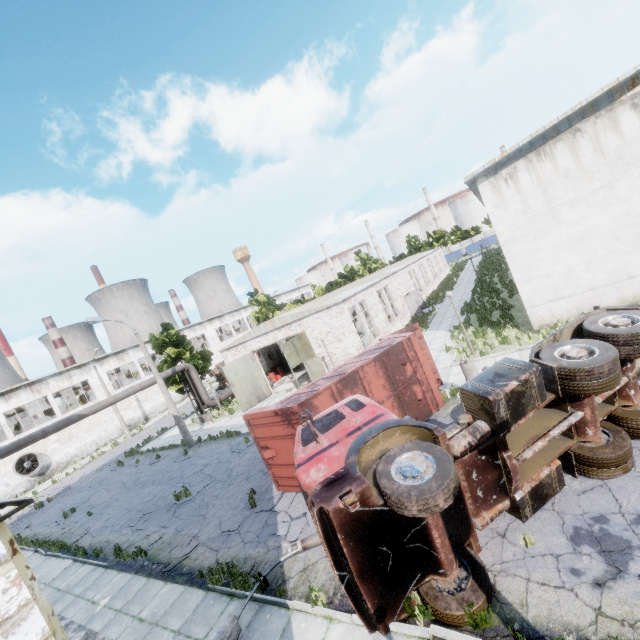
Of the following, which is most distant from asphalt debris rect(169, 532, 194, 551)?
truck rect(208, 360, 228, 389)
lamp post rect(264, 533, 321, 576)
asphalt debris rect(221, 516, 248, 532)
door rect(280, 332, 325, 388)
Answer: truck rect(208, 360, 228, 389)

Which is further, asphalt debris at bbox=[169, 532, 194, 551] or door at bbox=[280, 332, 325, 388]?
door at bbox=[280, 332, 325, 388]

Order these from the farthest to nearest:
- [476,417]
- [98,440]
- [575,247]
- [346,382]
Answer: [98,440], [575,247], [346,382], [476,417]

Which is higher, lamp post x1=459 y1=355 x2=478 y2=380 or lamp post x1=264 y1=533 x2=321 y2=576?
lamp post x1=459 y1=355 x2=478 y2=380

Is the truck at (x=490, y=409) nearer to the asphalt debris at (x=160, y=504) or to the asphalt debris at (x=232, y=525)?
the asphalt debris at (x=232, y=525)

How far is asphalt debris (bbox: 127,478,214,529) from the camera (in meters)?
13.52

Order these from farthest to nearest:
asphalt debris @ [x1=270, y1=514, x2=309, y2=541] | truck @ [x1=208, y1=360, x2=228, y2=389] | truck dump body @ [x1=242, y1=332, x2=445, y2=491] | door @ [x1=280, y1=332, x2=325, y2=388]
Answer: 1. truck @ [x1=208, y1=360, x2=228, y2=389]
2. door @ [x1=280, y1=332, x2=325, y2=388]
3. truck dump body @ [x1=242, y1=332, x2=445, y2=491]
4. asphalt debris @ [x1=270, y1=514, x2=309, y2=541]

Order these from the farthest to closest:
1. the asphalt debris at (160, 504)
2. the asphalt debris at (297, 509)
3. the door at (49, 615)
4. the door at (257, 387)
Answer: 1. the door at (257, 387)
2. the asphalt debris at (160, 504)
3. the asphalt debris at (297, 509)
4. the door at (49, 615)
